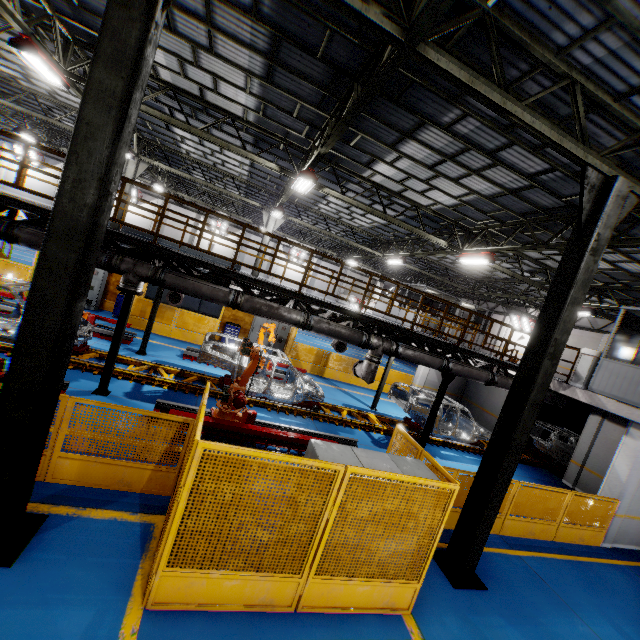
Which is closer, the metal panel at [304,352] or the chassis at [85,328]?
the chassis at [85,328]

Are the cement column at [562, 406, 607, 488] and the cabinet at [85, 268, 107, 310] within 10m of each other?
no

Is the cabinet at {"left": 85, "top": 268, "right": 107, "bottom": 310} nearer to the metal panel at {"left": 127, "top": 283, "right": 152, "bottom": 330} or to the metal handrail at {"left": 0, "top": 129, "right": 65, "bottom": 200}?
the metal panel at {"left": 127, "top": 283, "right": 152, "bottom": 330}

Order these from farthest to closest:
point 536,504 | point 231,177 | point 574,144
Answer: point 231,177
point 536,504
point 574,144

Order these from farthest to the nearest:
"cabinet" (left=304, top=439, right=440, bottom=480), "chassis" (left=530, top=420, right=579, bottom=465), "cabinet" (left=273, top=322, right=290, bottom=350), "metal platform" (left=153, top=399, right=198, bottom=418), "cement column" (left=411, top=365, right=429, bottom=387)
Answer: "cement column" (left=411, top=365, right=429, bottom=387), "cabinet" (left=273, top=322, right=290, bottom=350), "chassis" (left=530, top=420, right=579, bottom=465), "metal platform" (left=153, top=399, right=198, bottom=418), "cabinet" (left=304, top=439, right=440, bottom=480)

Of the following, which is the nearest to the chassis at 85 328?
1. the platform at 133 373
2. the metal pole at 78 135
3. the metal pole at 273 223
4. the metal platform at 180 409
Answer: the platform at 133 373

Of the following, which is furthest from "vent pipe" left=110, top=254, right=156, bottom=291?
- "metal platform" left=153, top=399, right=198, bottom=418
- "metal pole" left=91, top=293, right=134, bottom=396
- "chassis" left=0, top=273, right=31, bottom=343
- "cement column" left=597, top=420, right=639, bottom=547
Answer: "cement column" left=597, top=420, right=639, bottom=547

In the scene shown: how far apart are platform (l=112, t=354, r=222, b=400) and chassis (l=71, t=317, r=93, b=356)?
0.0 meters
